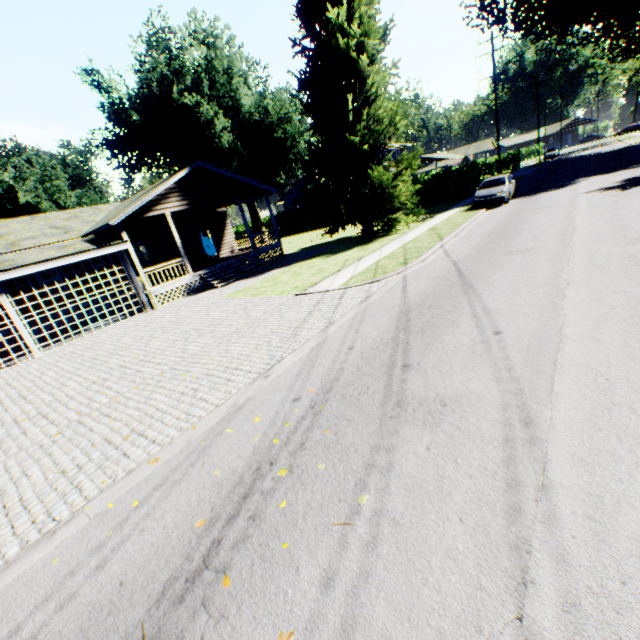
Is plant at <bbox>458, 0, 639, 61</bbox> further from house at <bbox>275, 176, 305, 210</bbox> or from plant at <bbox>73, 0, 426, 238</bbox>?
house at <bbox>275, 176, 305, 210</bbox>

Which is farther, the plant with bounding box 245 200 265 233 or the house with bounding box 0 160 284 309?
the plant with bounding box 245 200 265 233

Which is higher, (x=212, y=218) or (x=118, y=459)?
(x=212, y=218)

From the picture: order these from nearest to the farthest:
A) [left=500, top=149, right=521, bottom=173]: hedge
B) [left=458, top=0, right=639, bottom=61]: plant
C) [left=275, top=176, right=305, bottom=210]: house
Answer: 1. [left=458, top=0, right=639, bottom=61]: plant
2. [left=275, top=176, right=305, bottom=210]: house
3. [left=500, top=149, right=521, bottom=173]: hedge

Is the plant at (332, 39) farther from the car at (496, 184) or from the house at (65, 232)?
the car at (496, 184)

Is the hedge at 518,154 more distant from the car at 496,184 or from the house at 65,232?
the car at 496,184

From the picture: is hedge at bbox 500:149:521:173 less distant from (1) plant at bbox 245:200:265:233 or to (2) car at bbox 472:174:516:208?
(1) plant at bbox 245:200:265:233

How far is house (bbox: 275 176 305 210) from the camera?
42.8m
